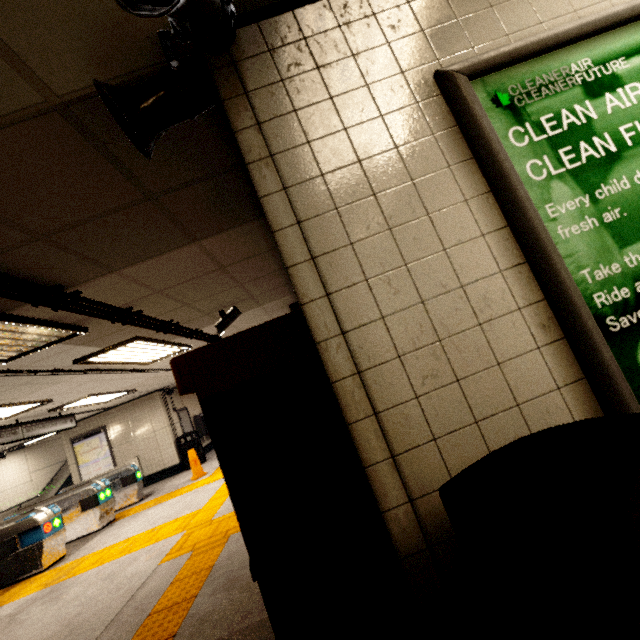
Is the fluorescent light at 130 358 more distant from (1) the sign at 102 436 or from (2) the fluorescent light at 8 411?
(1) the sign at 102 436

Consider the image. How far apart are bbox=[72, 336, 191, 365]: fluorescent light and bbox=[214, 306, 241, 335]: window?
1.04m

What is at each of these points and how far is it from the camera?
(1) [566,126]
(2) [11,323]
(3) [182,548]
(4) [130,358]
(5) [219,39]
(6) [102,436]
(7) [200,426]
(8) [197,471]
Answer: (1) sign, 1.2 meters
(2) fluorescent light, 2.8 meters
(3) groundtactileadastrip, 4.3 meters
(4) fluorescent light, 5.7 meters
(5) loudspeaker, 1.1 meters
(6) sign, 11.2 meters
(7) payphone, 13.2 meters
(8) wet floor cone, 8.9 meters

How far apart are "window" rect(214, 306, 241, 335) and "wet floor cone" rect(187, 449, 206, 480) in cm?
557

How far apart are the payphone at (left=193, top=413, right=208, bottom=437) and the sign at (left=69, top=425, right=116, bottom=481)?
2.89m

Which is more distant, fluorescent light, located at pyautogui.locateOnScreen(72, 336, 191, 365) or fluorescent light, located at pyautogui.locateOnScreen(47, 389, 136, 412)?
fluorescent light, located at pyautogui.locateOnScreen(47, 389, 136, 412)

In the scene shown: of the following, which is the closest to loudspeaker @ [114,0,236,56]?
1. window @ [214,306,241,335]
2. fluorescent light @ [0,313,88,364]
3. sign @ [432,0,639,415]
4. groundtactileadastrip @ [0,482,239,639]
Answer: sign @ [432,0,639,415]

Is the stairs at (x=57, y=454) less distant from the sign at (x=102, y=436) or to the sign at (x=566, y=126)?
the sign at (x=102, y=436)
